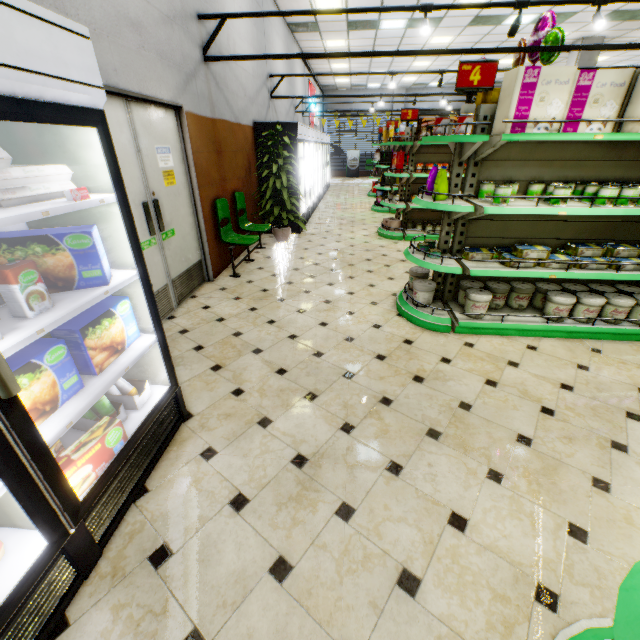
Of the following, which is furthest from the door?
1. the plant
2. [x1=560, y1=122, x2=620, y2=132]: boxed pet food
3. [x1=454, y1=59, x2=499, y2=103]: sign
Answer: [x1=560, y1=122, x2=620, y2=132]: boxed pet food

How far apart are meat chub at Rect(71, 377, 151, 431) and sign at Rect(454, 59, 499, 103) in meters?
3.6 m

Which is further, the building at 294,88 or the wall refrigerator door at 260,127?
the building at 294,88

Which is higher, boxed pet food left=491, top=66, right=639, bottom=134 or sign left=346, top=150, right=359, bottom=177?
boxed pet food left=491, top=66, right=639, bottom=134

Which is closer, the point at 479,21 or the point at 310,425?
the point at 310,425

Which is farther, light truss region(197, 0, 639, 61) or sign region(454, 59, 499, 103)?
light truss region(197, 0, 639, 61)

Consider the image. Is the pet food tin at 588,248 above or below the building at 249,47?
below

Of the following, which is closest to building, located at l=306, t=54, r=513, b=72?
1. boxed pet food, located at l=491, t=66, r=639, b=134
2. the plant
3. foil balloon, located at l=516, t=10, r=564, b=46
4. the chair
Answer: the chair
